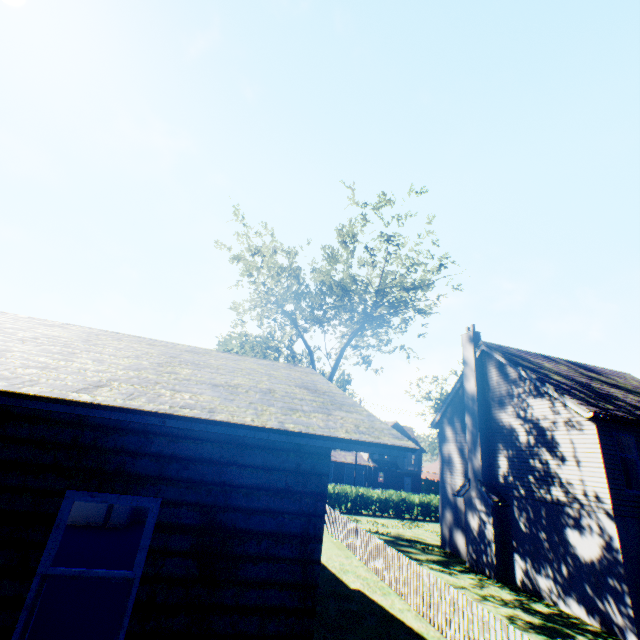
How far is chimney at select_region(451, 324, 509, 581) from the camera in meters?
14.9

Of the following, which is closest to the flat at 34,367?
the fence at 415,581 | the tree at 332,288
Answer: the fence at 415,581

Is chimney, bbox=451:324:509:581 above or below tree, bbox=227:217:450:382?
below

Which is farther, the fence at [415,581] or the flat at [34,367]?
the fence at [415,581]

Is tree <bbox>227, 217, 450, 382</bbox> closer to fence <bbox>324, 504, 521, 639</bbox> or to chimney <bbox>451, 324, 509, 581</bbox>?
fence <bbox>324, 504, 521, 639</bbox>

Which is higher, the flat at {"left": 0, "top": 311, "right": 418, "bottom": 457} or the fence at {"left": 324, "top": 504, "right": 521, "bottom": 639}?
the flat at {"left": 0, "top": 311, "right": 418, "bottom": 457}

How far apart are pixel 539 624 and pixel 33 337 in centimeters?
1633cm

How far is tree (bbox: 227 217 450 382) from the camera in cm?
2175
